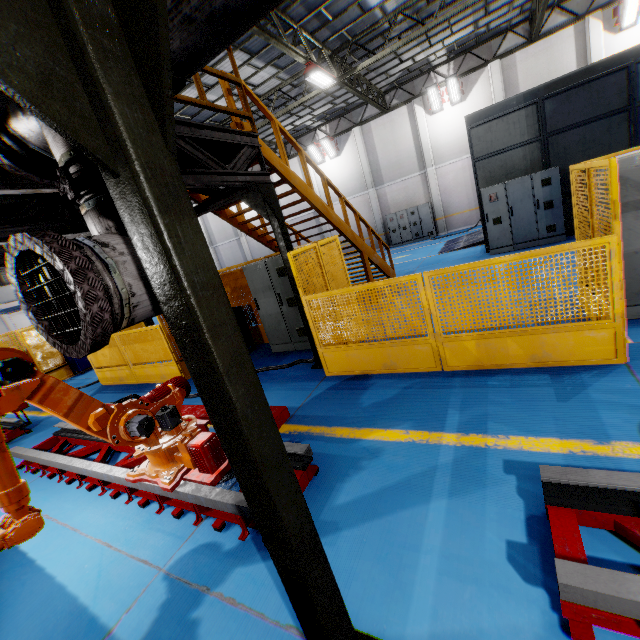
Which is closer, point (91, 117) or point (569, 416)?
point (91, 117)

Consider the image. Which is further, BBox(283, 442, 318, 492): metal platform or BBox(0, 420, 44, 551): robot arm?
BBox(283, 442, 318, 492): metal platform

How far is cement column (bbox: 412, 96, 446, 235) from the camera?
18.8m

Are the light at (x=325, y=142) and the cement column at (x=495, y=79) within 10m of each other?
yes

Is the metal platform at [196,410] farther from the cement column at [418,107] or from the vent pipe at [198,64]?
the cement column at [418,107]

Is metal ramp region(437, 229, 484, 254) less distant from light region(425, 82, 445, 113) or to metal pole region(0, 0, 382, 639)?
light region(425, 82, 445, 113)

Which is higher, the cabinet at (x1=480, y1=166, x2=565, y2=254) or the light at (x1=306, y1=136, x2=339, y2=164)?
the light at (x1=306, y1=136, x2=339, y2=164)

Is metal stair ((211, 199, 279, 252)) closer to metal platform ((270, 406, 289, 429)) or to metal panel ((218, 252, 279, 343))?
metal panel ((218, 252, 279, 343))
